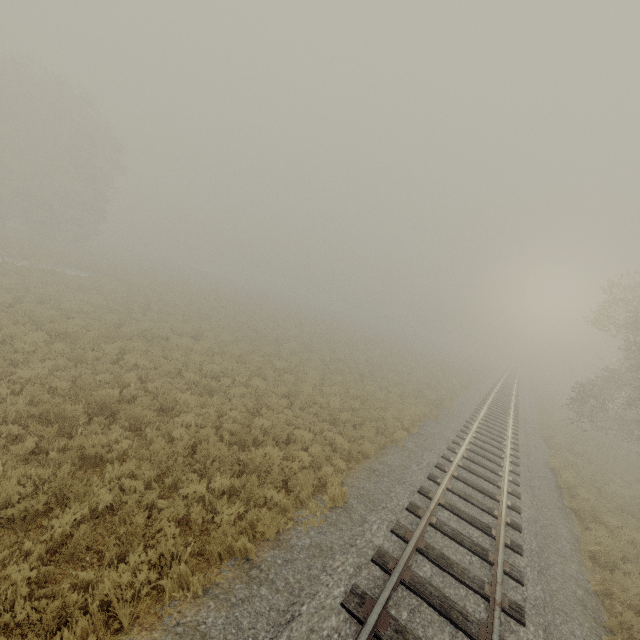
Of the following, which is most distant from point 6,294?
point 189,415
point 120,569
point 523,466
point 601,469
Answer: point 601,469
